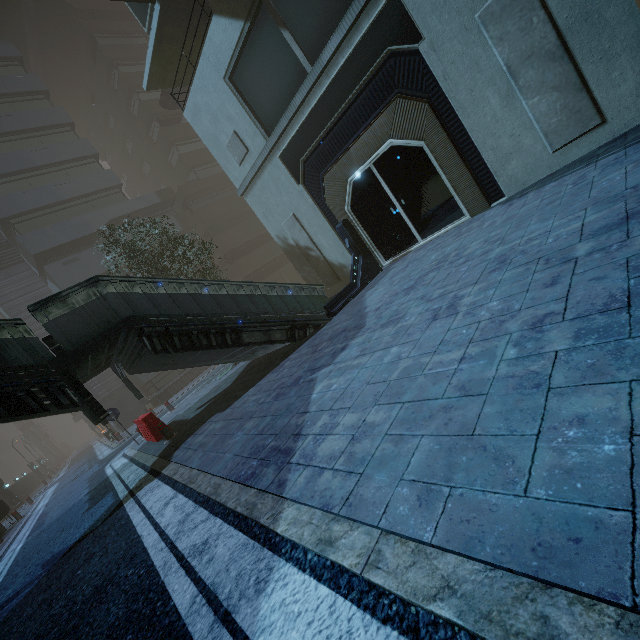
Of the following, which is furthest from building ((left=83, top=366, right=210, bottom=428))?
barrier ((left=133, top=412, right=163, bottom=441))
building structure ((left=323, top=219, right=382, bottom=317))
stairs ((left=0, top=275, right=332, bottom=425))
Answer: barrier ((left=133, top=412, right=163, bottom=441))

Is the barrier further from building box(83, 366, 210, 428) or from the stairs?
building box(83, 366, 210, 428)

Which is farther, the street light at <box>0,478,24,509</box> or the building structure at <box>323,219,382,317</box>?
the street light at <box>0,478,24,509</box>

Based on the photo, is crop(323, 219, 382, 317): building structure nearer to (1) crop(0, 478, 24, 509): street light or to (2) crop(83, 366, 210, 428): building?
(2) crop(83, 366, 210, 428): building

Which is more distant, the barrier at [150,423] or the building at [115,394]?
the building at [115,394]

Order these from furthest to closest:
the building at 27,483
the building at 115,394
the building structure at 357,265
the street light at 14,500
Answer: the building at 27,483 < the street light at 14,500 < the building at 115,394 < the building structure at 357,265

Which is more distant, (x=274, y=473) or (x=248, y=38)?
(x=248, y=38)

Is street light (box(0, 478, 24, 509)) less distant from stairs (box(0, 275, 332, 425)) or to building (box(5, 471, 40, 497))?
building (box(5, 471, 40, 497))
